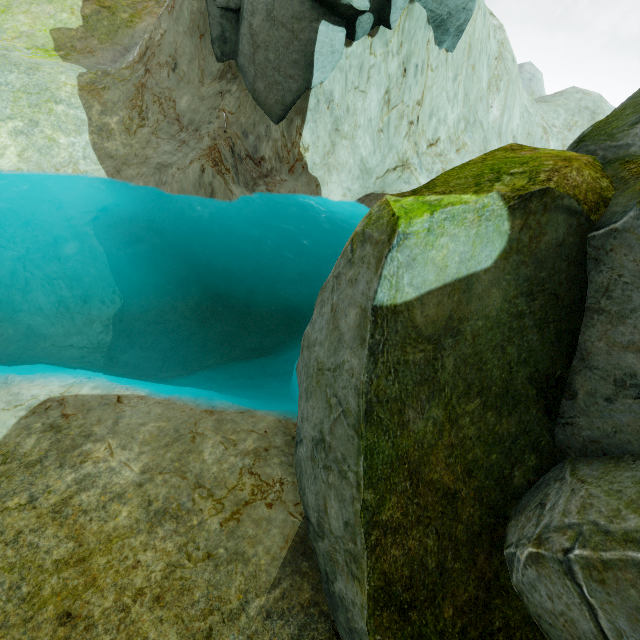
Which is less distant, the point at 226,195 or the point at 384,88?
the point at 226,195

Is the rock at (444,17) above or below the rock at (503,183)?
above

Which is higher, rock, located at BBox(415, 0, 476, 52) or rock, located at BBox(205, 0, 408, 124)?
rock, located at BBox(415, 0, 476, 52)

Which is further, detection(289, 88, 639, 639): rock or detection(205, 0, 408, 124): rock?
detection(205, 0, 408, 124): rock

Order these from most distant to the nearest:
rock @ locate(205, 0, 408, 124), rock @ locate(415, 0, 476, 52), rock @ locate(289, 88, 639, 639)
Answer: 1. rock @ locate(415, 0, 476, 52)
2. rock @ locate(205, 0, 408, 124)
3. rock @ locate(289, 88, 639, 639)
